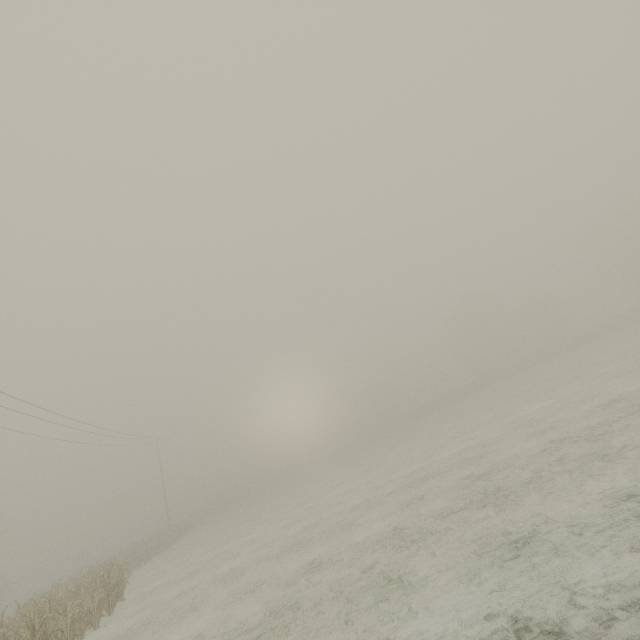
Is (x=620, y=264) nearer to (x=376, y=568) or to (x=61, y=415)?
(x=376, y=568)
